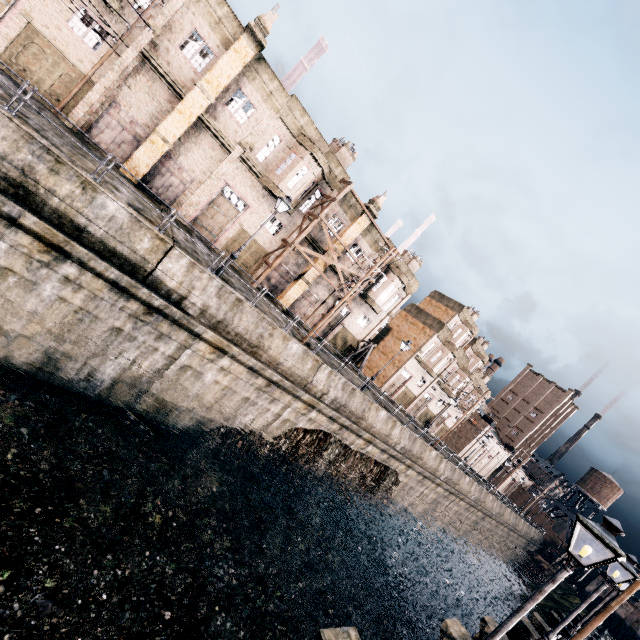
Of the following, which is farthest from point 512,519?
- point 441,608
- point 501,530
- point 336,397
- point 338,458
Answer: point 336,397

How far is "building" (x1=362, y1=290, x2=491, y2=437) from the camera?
43.8 meters

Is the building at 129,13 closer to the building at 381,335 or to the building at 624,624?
the building at 381,335

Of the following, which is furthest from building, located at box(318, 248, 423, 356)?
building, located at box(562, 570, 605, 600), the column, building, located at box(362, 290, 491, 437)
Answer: building, located at box(562, 570, 605, 600)

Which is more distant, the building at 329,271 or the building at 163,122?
the building at 329,271

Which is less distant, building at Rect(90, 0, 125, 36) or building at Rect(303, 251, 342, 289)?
building at Rect(90, 0, 125, 36)

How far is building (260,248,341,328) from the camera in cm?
2962

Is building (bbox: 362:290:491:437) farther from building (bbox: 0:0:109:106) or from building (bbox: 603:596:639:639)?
building (bbox: 603:596:639:639)
